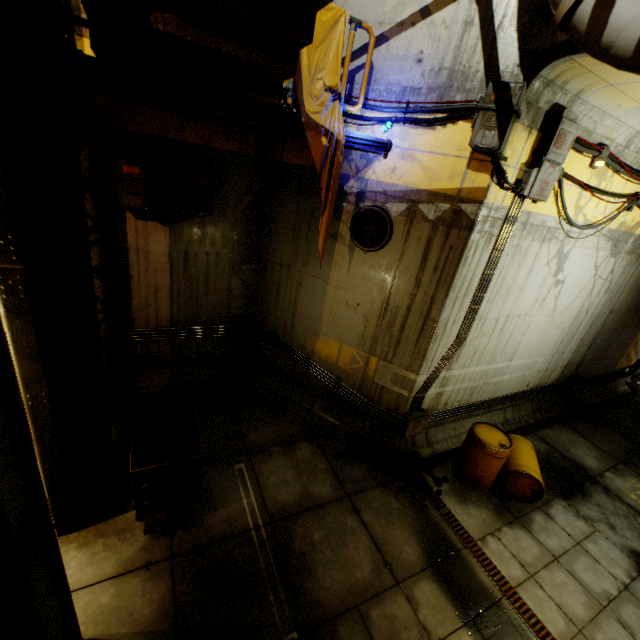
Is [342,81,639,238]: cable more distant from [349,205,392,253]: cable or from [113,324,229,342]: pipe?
[113,324,229,342]: pipe

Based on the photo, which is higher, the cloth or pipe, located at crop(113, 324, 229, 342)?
the cloth

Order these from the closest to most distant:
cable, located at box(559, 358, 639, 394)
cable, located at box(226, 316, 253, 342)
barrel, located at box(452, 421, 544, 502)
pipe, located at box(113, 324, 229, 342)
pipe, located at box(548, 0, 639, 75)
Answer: pipe, located at box(548, 0, 639, 75)
barrel, located at box(452, 421, 544, 502)
pipe, located at box(113, 324, 229, 342)
cable, located at box(226, 316, 253, 342)
cable, located at box(559, 358, 639, 394)

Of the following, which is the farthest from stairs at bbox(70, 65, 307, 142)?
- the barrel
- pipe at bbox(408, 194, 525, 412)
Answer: the barrel

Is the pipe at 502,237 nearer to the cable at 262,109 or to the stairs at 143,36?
the cable at 262,109

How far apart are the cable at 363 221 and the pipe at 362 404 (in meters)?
2.78

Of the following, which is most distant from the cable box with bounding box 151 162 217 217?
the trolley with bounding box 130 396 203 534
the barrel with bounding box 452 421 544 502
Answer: the barrel with bounding box 452 421 544 502

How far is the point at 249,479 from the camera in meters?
5.9
